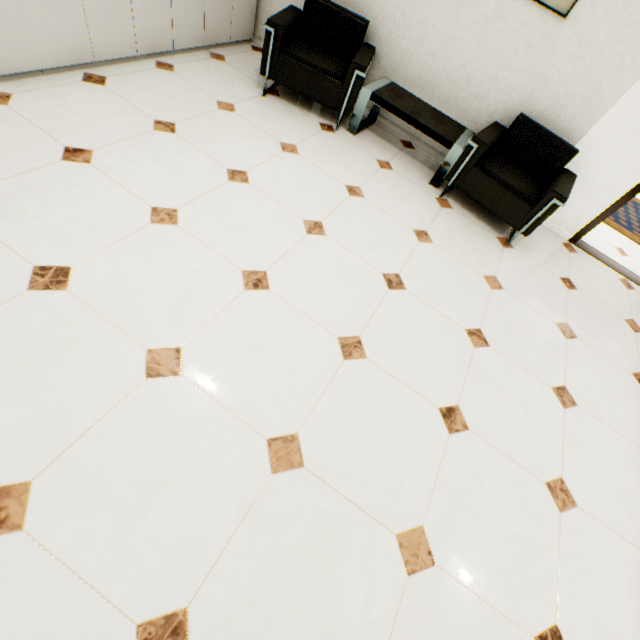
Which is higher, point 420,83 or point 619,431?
point 420,83

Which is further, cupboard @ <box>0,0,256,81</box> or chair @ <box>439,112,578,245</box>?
chair @ <box>439,112,578,245</box>

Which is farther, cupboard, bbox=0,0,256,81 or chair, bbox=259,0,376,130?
chair, bbox=259,0,376,130

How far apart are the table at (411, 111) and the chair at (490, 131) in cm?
10

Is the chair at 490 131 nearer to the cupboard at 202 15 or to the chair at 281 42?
the chair at 281 42

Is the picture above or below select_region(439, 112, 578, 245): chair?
above

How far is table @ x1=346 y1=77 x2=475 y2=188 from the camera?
3.2 meters

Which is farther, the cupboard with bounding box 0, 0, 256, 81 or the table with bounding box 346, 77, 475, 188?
the table with bounding box 346, 77, 475, 188
